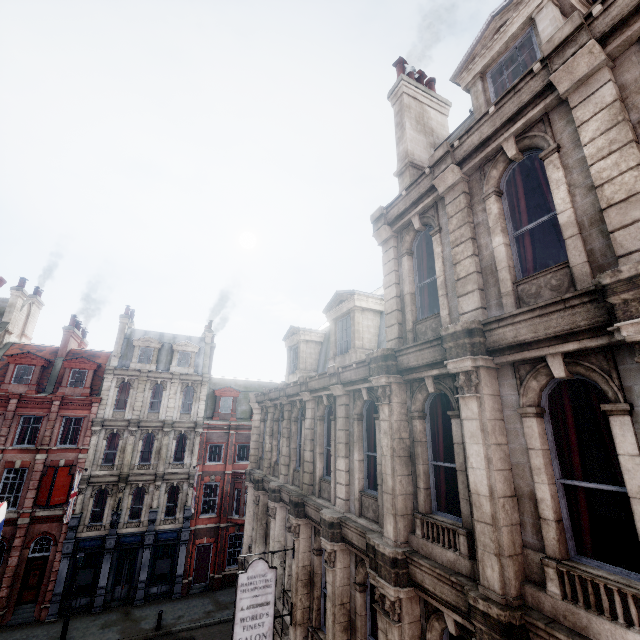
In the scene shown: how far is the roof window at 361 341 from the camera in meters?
11.1 m

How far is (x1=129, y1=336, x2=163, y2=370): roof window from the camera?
28.14m

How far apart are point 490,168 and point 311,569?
12.11m

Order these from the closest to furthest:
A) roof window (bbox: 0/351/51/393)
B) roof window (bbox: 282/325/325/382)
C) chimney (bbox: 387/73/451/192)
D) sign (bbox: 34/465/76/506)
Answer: chimney (bbox: 387/73/451/192) → roof window (bbox: 282/325/325/382) → sign (bbox: 34/465/76/506) → roof window (bbox: 0/351/51/393)

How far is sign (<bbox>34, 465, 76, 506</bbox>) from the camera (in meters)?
22.00

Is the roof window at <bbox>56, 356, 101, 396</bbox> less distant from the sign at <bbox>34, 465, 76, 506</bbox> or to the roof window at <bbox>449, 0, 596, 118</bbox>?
the sign at <bbox>34, 465, 76, 506</bbox>

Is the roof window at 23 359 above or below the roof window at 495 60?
below

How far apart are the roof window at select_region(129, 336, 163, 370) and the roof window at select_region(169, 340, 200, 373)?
0.6m
